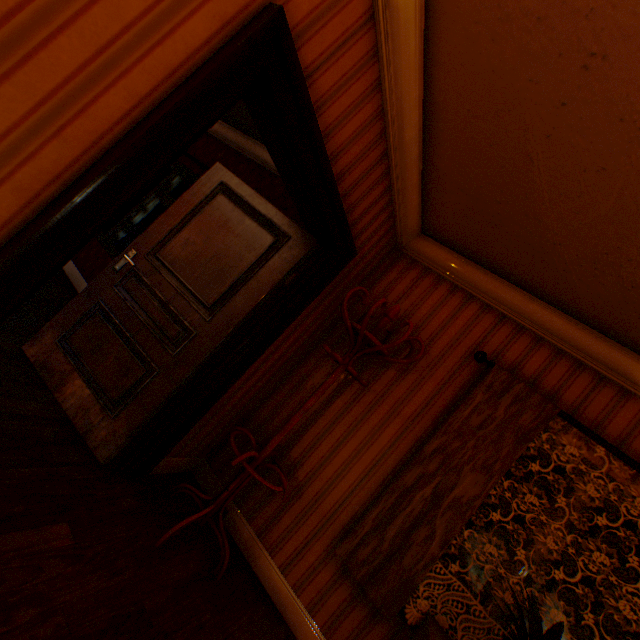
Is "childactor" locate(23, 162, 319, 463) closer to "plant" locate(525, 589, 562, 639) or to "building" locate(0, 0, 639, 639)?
"building" locate(0, 0, 639, 639)

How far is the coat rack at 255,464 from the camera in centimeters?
225cm

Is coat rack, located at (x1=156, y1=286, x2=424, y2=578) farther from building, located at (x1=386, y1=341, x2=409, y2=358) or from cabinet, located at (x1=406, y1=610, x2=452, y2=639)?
cabinet, located at (x1=406, y1=610, x2=452, y2=639)

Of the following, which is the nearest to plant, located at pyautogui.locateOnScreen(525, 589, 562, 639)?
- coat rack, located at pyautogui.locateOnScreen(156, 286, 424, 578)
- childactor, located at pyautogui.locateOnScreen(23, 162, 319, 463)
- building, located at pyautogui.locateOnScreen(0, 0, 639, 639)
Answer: building, located at pyautogui.locateOnScreen(0, 0, 639, 639)

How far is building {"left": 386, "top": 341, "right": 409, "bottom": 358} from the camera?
2.9 meters

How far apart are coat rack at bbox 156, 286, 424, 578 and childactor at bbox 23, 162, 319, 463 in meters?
0.5 m

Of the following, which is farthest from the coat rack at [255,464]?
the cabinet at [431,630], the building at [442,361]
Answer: the cabinet at [431,630]

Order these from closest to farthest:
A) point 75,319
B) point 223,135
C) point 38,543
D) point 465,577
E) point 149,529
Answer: point 38,543 < point 149,529 < point 75,319 < point 223,135 < point 465,577
